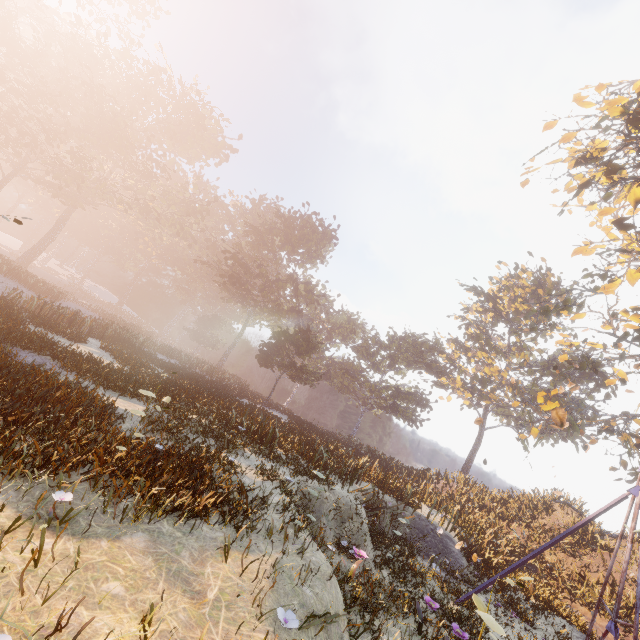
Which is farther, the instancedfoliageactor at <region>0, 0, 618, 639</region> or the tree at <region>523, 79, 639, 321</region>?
the tree at <region>523, 79, 639, 321</region>

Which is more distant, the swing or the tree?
the tree

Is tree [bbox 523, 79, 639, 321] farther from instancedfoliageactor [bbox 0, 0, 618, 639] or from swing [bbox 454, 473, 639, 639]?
instancedfoliageactor [bbox 0, 0, 618, 639]

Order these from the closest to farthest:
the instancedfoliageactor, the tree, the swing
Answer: the instancedfoliageactor
the swing
the tree

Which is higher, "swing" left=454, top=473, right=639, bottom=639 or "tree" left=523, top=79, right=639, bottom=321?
"tree" left=523, top=79, right=639, bottom=321

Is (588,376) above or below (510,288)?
below

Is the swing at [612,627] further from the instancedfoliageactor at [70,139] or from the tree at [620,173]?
the instancedfoliageactor at [70,139]

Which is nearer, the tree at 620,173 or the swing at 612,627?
the swing at 612,627
